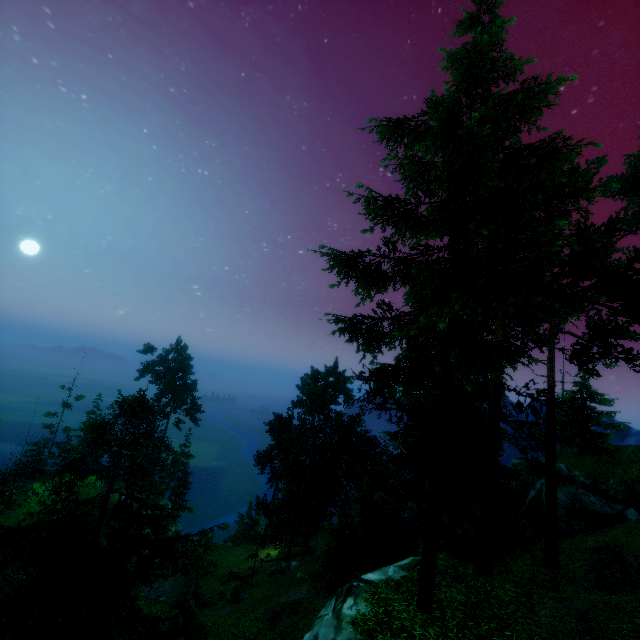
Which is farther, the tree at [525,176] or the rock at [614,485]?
the rock at [614,485]

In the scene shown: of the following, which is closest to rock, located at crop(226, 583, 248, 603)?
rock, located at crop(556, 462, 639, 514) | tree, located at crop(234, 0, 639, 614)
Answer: tree, located at crop(234, 0, 639, 614)

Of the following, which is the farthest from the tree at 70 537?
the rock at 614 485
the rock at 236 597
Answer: the rock at 614 485

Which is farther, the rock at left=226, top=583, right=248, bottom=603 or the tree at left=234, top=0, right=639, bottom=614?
the rock at left=226, top=583, right=248, bottom=603

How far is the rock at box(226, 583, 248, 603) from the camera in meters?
28.1

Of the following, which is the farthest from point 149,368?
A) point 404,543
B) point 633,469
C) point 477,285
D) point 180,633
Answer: point 633,469

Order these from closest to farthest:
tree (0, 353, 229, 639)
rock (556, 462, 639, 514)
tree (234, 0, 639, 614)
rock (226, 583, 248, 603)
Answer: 1. tree (0, 353, 229, 639)
2. tree (234, 0, 639, 614)
3. rock (556, 462, 639, 514)
4. rock (226, 583, 248, 603)
